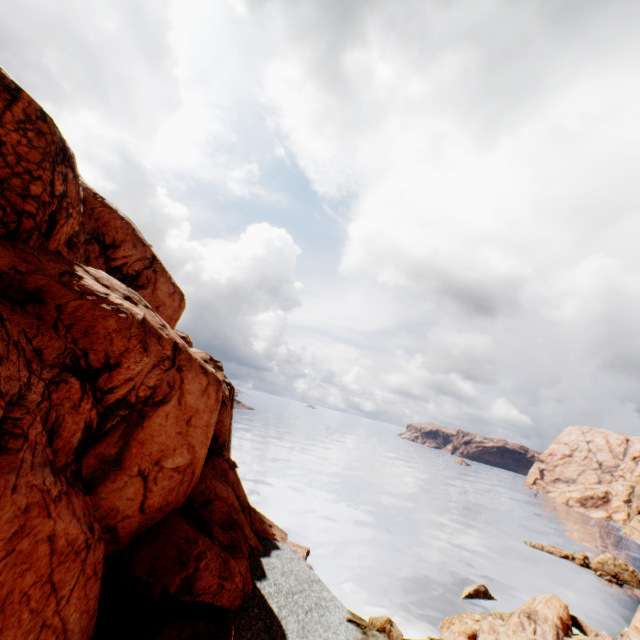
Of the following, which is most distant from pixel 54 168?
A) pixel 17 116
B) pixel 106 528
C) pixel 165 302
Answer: pixel 165 302

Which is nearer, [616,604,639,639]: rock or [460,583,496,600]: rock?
[616,604,639,639]: rock

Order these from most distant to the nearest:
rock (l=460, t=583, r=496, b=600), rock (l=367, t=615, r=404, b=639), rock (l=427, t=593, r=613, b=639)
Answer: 1. rock (l=460, t=583, r=496, b=600)
2. rock (l=367, t=615, r=404, b=639)
3. rock (l=427, t=593, r=613, b=639)

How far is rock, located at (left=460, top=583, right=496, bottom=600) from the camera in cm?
2878

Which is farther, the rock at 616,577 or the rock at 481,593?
the rock at 616,577

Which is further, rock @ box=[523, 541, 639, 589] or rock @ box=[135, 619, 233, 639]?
rock @ box=[523, 541, 639, 589]

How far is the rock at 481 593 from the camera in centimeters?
2878cm
